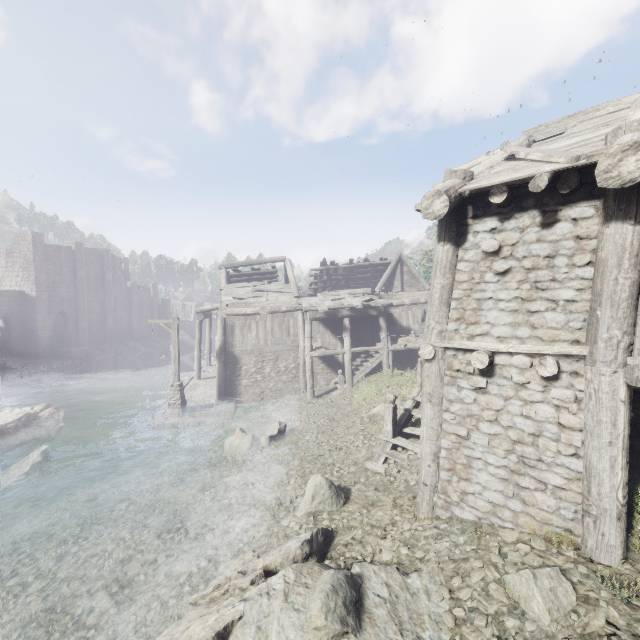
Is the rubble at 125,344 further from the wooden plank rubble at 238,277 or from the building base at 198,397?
the wooden plank rubble at 238,277

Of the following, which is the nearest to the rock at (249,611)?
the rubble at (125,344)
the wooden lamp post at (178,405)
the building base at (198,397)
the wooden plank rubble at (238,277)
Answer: the building base at (198,397)

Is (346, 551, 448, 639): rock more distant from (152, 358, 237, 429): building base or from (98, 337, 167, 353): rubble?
(98, 337, 167, 353): rubble

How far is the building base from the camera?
16.75m

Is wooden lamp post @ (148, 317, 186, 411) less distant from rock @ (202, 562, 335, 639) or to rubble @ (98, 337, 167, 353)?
rock @ (202, 562, 335, 639)

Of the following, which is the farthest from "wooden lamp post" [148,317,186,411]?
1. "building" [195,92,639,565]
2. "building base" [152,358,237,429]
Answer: "building" [195,92,639,565]

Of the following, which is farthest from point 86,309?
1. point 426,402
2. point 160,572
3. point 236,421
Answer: point 426,402

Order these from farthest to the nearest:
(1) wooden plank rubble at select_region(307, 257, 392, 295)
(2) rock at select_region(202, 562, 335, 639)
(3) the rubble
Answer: (3) the rubble
(1) wooden plank rubble at select_region(307, 257, 392, 295)
(2) rock at select_region(202, 562, 335, 639)
